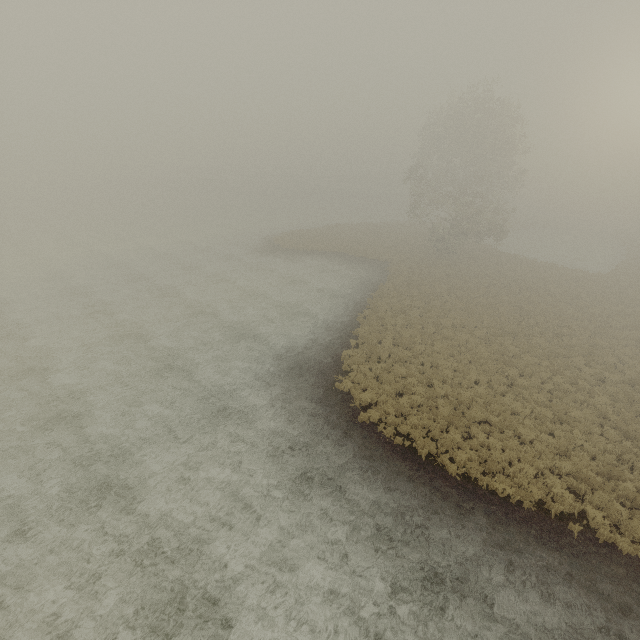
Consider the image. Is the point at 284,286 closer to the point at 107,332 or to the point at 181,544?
the point at 107,332
